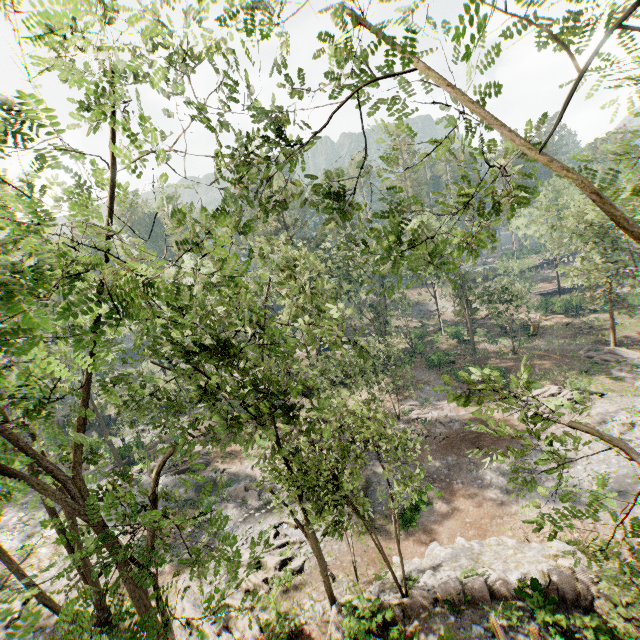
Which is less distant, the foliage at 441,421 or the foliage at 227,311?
the foliage at 227,311

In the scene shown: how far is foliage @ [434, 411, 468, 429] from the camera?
30.0m

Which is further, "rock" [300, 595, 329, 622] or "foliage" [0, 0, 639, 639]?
"rock" [300, 595, 329, 622]

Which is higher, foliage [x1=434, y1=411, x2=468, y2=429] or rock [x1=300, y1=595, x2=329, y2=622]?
rock [x1=300, y1=595, x2=329, y2=622]

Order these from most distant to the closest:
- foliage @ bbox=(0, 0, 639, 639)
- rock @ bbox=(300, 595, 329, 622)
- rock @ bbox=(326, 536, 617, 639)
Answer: rock @ bbox=(300, 595, 329, 622) → rock @ bbox=(326, 536, 617, 639) → foliage @ bbox=(0, 0, 639, 639)

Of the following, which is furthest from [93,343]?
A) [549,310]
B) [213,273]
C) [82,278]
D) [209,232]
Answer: [549,310]

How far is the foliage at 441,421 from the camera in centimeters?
2997cm
